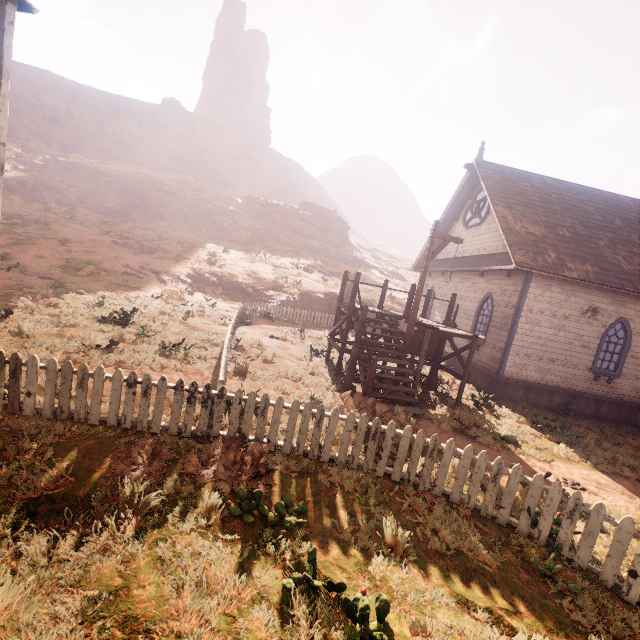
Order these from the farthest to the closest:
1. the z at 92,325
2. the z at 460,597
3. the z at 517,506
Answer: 1. the z at 92,325
2. the z at 517,506
3. the z at 460,597

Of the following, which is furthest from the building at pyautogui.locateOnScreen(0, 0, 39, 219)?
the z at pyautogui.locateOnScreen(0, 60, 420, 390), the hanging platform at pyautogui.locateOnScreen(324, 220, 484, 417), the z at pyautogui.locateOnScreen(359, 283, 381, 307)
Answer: the z at pyautogui.locateOnScreen(0, 60, 420, 390)

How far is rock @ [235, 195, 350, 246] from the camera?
46.41m

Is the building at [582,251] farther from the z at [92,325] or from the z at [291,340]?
the z at [92,325]

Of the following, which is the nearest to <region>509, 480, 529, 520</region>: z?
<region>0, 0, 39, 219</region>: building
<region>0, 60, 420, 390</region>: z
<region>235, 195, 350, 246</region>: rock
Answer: <region>0, 0, 39, 219</region>: building

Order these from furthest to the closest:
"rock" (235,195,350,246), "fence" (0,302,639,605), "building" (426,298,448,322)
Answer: "rock" (235,195,350,246)
"building" (426,298,448,322)
"fence" (0,302,639,605)

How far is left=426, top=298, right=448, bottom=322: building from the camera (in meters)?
17.38

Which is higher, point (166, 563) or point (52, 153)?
point (52, 153)
